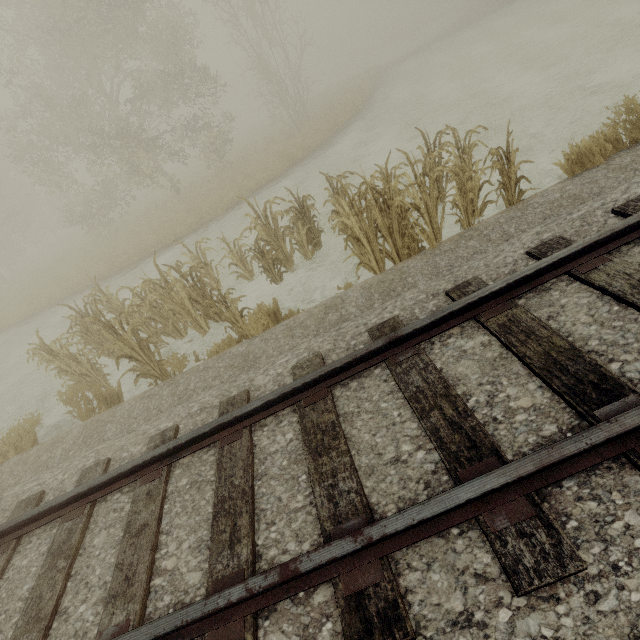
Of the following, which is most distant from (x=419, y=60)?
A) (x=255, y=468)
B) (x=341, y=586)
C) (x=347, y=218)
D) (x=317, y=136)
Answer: (x=341, y=586)

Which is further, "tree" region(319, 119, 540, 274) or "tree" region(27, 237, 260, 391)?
"tree" region(27, 237, 260, 391)

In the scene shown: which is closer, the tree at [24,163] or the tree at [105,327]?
the tree at [105,327]

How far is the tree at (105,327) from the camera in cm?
565

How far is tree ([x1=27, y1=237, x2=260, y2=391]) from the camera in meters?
5.6 m

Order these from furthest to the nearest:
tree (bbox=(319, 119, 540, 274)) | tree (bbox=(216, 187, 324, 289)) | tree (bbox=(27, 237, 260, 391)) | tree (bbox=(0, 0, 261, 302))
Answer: tree (bbox=(0, 0, 261, 302)) → tree (bbox=(216, 187, 324, 289)) → tree (bbox=(27, 237, 260, 391)) → tree (bbox=(319, 119, 540, 274))

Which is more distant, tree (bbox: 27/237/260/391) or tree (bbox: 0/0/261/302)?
tree (bbox: 0/0/261/302)
